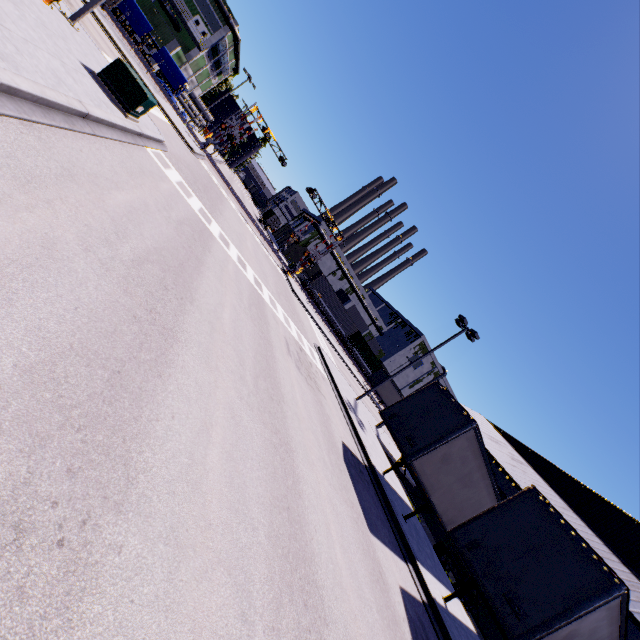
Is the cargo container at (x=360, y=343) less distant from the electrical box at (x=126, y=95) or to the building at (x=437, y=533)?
the building at (x=437, y=533)

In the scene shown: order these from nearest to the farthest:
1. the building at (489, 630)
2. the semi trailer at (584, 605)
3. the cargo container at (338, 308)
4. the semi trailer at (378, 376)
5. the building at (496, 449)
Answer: the semi trailer at (584, 605)
the building at (496, 449)
the building at (489, 630)
the semi trailer at (378, 376)
the cargo container at (338, 308)

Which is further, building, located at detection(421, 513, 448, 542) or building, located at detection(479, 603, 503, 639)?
building, located at detection(421, 513, 448, 542)

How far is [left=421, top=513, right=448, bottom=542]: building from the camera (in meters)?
22.81

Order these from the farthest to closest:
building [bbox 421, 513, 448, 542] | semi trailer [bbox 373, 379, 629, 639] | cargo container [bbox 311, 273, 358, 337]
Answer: cargo container [bbox 311, 273, 358, 337]
building [bbox 421, 513, 448, 542]
semi trailer [bbox 373, 379, 629, 639]

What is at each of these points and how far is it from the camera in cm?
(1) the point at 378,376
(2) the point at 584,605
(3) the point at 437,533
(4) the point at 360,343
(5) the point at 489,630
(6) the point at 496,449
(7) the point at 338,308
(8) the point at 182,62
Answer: (1) semi trailer, 4816
(2) semi trailer, 710
(3) building, 2314
(4) cargo container, 5769
(5) building, 1830
(6) building, 2108
(7) cargo container, 5381
(8) building, 5069

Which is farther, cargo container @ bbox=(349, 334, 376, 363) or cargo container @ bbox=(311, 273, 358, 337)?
cargo container @ bbox=(349, 334, 376, 363)

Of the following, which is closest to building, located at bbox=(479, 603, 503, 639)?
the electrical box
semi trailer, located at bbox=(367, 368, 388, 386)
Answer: semi trailer, located at bbox=(367, 368, 388, 386)
